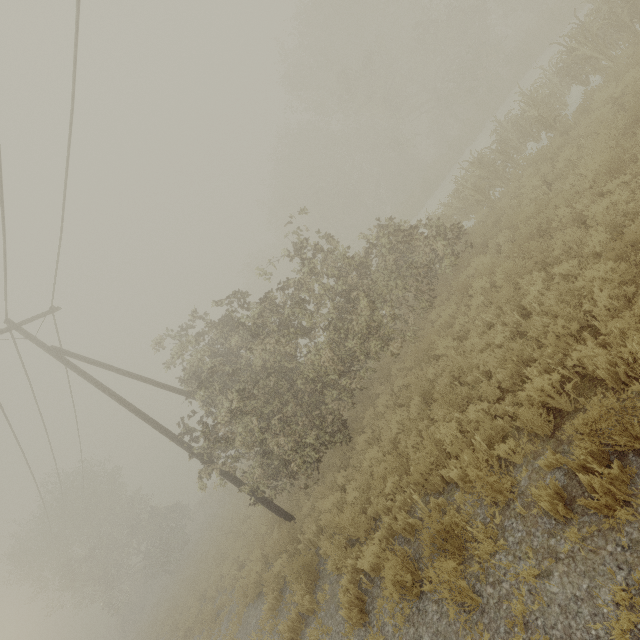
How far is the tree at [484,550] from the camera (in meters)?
4.14

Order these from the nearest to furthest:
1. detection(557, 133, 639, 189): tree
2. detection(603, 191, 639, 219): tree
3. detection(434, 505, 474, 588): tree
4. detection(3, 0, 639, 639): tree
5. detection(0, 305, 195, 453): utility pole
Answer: detection(434, 505, 474, 588): tree
detection(603, 191, 639, 219): tree
detection(557, 133, 639, 189): tree
detection(3, 0, 639, 639): tree
detection(0, 305, 195, 453): utility pole

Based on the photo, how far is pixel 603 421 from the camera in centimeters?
341cm

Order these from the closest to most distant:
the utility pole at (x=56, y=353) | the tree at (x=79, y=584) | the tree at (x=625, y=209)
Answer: the tree at (x=625, y=209) → the tree at (x=79, y=584) → the utility pole at (x=56, y=353)

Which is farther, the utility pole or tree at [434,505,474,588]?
the utility pole

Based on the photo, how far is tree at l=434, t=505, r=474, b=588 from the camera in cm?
396
